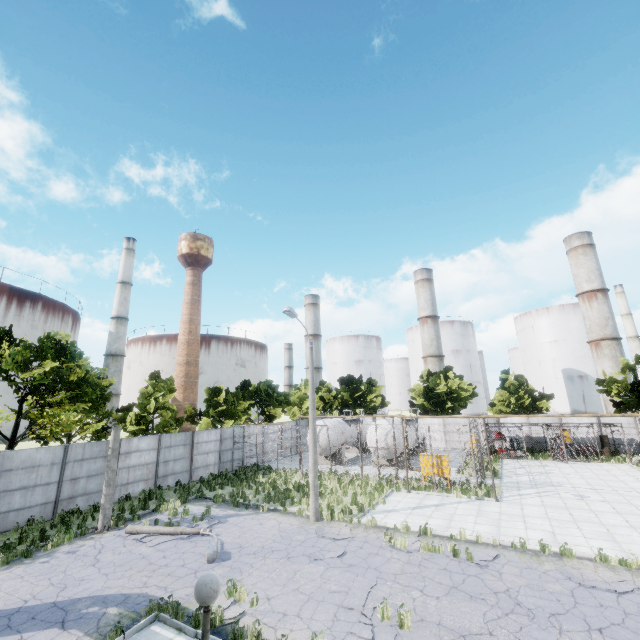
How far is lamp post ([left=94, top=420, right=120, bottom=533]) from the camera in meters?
15.1 m

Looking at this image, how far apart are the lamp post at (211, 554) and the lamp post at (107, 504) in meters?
1.2

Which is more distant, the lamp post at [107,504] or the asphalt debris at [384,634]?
the lamp post at [107,504]

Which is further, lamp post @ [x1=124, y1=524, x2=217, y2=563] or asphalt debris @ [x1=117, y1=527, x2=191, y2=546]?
asphalt debris @ [x1=117, y1=527, x2=191, y2=546]

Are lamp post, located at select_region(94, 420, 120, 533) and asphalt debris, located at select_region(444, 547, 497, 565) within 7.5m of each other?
no

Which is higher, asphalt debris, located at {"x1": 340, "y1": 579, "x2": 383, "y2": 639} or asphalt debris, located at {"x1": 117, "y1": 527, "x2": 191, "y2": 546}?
asphalt debris, located at {"x1": 117, "y1": 527, "x2": 191, "y2": 546}

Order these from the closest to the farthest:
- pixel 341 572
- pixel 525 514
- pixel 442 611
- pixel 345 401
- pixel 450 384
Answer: pixel 442 611 < pixel 341 572 < pixel 525 514 < pixel 450 384 < pixel 345 401

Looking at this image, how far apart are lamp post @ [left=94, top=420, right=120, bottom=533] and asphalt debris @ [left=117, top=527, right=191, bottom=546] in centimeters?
165cm
